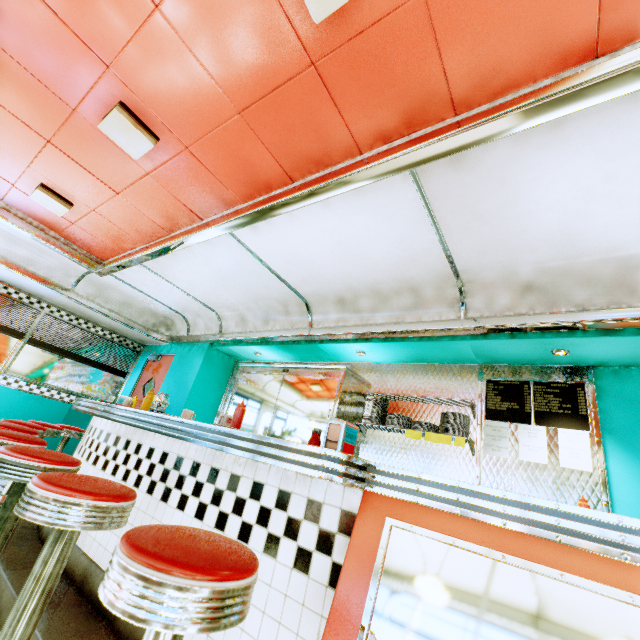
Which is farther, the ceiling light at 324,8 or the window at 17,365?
the window at 17,365

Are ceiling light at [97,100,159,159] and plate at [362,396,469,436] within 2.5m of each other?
no

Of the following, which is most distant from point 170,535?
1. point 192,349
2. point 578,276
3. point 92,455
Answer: point 192,349

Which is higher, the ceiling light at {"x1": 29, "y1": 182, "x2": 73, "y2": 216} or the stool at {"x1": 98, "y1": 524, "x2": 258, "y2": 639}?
the ceiling light at {"x1": 29, "y1": 182, "x2": 73, "y2": 216}

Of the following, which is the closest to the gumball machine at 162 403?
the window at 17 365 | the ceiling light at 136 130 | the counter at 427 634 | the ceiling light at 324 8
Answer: the counter at 427 634

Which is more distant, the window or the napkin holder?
the window

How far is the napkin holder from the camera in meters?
1.6

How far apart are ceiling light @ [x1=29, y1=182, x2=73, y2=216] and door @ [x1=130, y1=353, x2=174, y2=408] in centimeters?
→ 325cm
